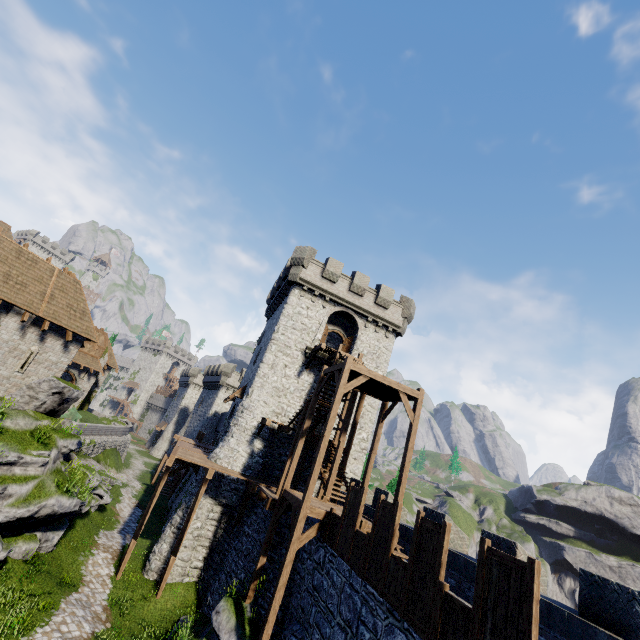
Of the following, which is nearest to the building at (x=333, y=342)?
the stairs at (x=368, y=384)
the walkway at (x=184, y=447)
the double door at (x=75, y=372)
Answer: the walkway at (x=184, y=447)

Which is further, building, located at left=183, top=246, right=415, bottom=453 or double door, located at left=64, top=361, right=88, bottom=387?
double door, located at left=64, top=361, right=88, bottom=387

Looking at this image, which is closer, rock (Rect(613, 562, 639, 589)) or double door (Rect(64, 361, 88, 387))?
double door (Rect(64, 361, 88, 387))

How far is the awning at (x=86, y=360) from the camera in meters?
35.5

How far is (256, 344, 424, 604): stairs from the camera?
11.7 meters

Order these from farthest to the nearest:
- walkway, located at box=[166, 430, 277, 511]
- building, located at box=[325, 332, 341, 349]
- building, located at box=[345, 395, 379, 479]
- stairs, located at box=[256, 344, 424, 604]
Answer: building, located at box=[325, 332, 341, 349]
building, located at box=[345, 395, 379, 479]
walkway, located at box=[166, 430, 277, 511]
stairs, located at box=[256, 344, 424, 604]

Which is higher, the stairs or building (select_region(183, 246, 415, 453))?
building (select_region(183, 246, 415, 453))

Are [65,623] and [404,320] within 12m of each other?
no
